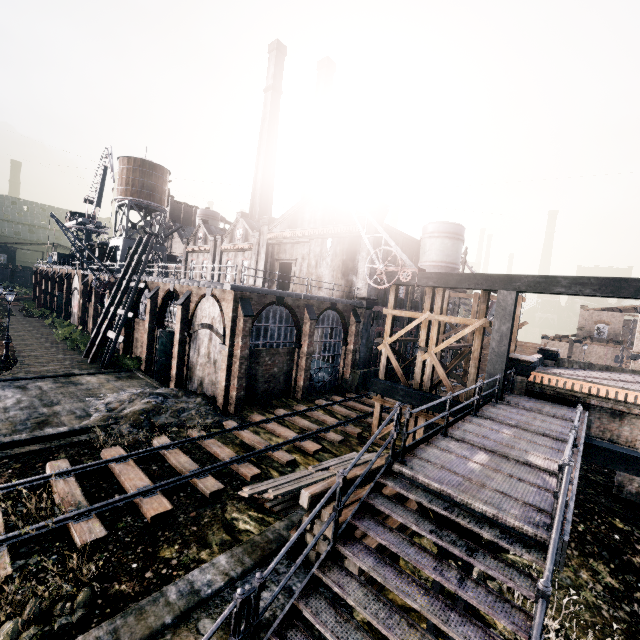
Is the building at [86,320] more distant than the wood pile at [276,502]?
Yes

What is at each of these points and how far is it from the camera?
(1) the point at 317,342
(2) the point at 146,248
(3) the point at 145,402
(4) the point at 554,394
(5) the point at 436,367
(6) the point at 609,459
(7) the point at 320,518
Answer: (1) building, 33.66m
(2) wooden scaffolding, 30.84m
(3) stone debris, 18.69m
(4) building, 15.42m
(5) wooden scaffolding, 16.52m
(6) building structure, 11.32m
(7) wood pile, 8.86m

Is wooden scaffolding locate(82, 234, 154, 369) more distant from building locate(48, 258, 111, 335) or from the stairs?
the stairs

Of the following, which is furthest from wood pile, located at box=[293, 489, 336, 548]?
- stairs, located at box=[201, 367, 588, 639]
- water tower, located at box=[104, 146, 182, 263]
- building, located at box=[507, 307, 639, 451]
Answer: water tower, located at box=[104, 146, 182, 263]

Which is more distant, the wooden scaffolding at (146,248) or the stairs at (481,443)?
the wooden scaffolding at (146,248)

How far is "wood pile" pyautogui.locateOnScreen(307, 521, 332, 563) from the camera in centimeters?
805cm

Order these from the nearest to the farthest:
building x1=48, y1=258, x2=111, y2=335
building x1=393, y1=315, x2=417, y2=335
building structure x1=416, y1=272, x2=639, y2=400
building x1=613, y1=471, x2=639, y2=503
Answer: building structure x1=416, y1=272, x2=639, y2=400
building x1=613, y1=471, x2=639, y2=503
building x1=393, y1=315, x2=417, y2=335
building x1=48, y1=258, x2=111, y2=335

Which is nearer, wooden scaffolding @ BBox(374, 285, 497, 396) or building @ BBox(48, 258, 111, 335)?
wooden scaffolding @ BBox(374, 285, 497, 396)
